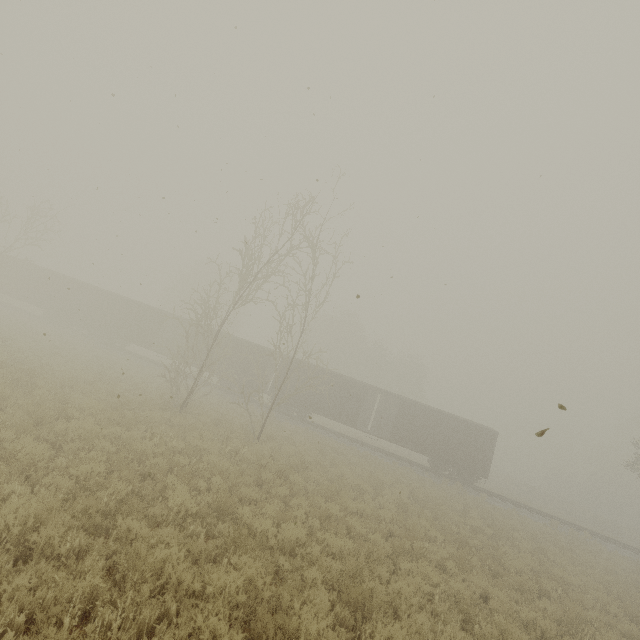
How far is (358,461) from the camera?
19.5m

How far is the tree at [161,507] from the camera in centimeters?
660cm

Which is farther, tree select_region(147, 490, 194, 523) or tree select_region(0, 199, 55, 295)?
tree select_region(0, 199, 55, 295)

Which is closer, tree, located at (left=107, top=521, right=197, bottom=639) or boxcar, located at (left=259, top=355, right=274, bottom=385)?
tree, located at (left=107, top=521, right=197, bottom=639)

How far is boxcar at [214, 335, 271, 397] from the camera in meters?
27.8

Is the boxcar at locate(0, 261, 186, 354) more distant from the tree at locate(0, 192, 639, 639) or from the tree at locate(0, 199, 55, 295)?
the tree at locate(0, 192, 639, 639)

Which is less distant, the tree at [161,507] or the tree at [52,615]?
the tree at [52,615]
